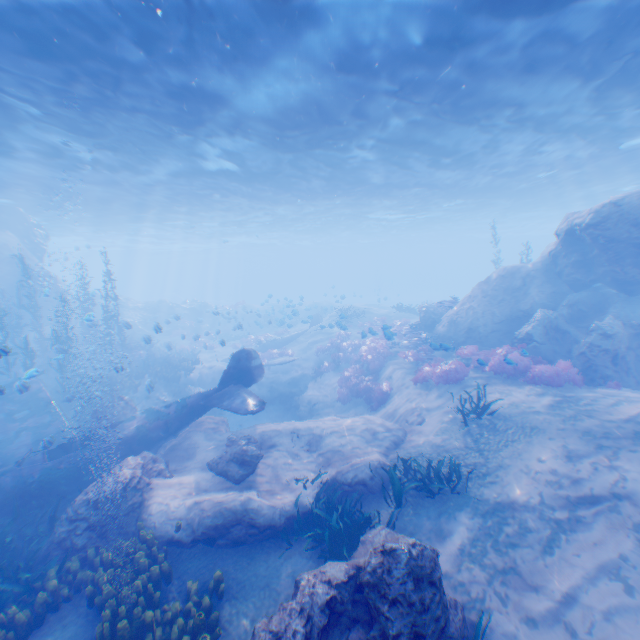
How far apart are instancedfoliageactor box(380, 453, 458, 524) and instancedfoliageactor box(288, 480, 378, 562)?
1.1 meters

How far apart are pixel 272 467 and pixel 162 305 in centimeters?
2950cm

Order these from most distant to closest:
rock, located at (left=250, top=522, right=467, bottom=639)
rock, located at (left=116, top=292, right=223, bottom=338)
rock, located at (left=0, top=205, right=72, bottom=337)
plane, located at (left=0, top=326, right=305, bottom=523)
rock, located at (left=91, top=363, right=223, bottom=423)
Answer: rock, located at (left=116, top=292, right=223, bottom=338) → rock, located at (left=0, top=205, right=72, bottom=337) → rock, located at (left=91, top=363, right=223, bottom=423) → plane, located at (left=0, top=326, right=305, bottom=523) → rock, located at (left=250, top=522, right=467, bottom=639)

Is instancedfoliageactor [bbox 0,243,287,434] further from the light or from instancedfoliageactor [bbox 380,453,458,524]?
instancedfoliageactor [bbox 380,453,458,524]

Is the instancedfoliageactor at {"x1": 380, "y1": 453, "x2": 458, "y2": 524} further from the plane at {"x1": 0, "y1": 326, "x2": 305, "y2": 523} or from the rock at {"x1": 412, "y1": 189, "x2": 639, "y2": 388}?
the plane at {"x1": 0, "y1": 326, "x2": 305, "y2": 523}

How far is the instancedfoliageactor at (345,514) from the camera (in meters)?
7.06

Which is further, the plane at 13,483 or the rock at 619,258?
the rock at 619,258

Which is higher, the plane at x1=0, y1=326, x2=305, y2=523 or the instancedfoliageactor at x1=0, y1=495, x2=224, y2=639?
the plane at x1=0, y1=326, x2=305, y2=523
